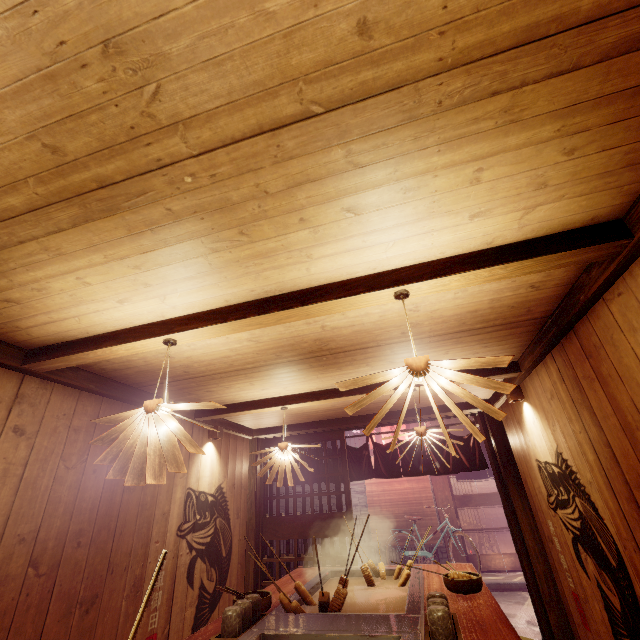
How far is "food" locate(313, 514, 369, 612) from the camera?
3.7 meters

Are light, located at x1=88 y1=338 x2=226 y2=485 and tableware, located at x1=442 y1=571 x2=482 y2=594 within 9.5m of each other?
yes

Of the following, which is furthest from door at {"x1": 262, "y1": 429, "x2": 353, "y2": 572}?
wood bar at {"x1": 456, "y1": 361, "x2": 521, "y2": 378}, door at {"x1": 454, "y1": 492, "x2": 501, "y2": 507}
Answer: door at {"x1": 454, "y1": 492, "x2": 501, "y2": 507}

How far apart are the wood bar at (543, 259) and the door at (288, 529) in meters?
6.6

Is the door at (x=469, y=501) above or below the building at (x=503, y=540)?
above

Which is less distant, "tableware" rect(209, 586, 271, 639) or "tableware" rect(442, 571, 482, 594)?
"tableware" rect(209, 586, 271, 639)

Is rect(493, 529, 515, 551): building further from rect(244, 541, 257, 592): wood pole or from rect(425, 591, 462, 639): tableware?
rect(425, 591, 462, 639): tableware

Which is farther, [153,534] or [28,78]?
[153,534]
